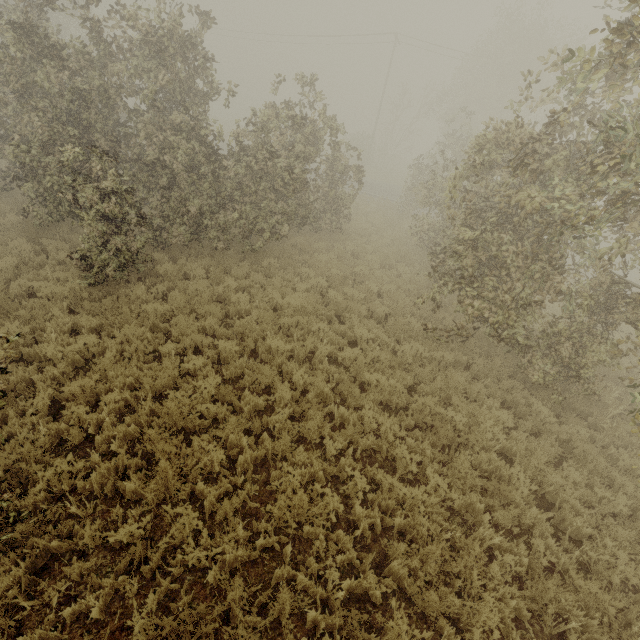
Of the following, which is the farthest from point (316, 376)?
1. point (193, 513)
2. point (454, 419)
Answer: point (193, 513)
